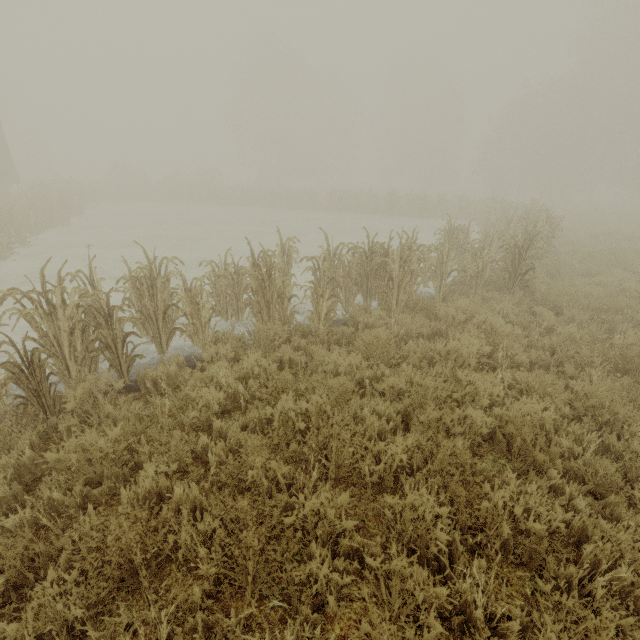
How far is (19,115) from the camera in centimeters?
5056cm

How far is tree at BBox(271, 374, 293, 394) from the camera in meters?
4.3

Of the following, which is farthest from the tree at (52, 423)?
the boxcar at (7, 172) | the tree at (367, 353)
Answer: the boxcar at (7, 172)

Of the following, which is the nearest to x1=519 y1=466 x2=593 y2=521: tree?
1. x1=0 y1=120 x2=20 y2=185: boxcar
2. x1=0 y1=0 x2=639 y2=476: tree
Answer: x1=0 y1=0 x2=639 y2=476: tree

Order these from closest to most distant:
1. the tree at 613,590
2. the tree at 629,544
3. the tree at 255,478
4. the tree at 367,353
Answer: the tree at 613,590
the tree at 629,544
the tree at 255,478
the tree at 367,353

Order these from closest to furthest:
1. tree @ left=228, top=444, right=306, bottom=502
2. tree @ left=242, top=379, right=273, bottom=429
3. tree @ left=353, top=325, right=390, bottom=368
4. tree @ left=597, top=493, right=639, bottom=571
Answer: tree @ left=597, top=493, right=639, bottom=571
tree @ left=228, top=444, right=306, bottom=502
tree @ left=242, top=379, right=273, bottom=429
tree @ left=353, top=325, right=390, bottom=368

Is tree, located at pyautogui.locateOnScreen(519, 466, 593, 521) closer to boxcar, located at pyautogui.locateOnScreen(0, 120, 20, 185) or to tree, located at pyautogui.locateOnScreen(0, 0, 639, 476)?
tree, located at pyautogui.locateOnScreen(0, 0, 639, 476)
